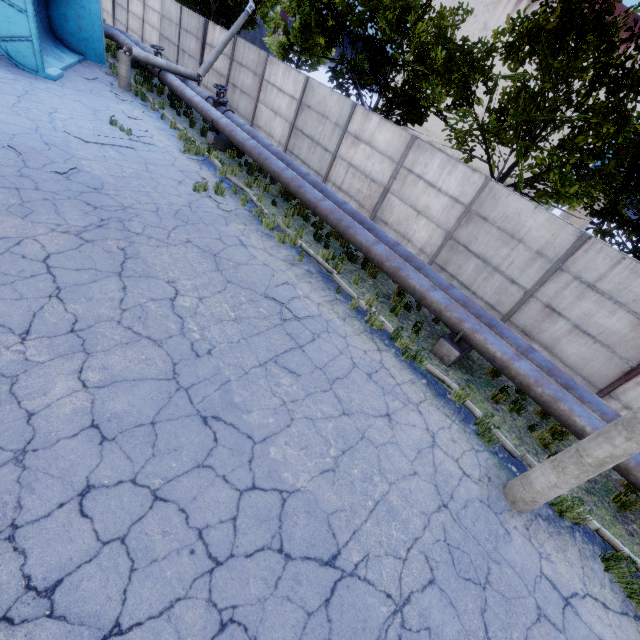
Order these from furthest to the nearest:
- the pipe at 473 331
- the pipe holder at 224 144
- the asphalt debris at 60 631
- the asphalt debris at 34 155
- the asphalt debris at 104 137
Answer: the pipe holder at 224 144
the asphalt debris at 104 137
the asphalt debris at 34 155
the pipe at 473 331
the asphalt debris at 60 631

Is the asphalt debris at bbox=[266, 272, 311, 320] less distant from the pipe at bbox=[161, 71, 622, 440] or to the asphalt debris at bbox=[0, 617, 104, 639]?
the pipe at bbox=[161, 71, 622, 440]

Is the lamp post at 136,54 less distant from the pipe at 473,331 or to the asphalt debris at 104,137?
the pipe at 473,331

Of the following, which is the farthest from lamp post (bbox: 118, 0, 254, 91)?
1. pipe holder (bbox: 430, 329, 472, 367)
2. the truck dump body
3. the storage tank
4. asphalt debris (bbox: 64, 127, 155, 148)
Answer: the storage tank

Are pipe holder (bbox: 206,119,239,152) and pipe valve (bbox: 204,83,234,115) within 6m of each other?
yes

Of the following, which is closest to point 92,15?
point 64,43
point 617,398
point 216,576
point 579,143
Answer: point 64,43

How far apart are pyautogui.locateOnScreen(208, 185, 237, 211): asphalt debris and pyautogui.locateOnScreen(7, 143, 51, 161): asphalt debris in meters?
3.7

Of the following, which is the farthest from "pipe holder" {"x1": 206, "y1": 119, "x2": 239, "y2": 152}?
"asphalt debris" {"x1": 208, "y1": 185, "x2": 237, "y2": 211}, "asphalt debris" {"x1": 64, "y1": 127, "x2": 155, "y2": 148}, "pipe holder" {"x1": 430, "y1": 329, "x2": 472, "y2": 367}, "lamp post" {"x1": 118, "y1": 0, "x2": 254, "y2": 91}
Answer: "pipe holder" {"x1": 430, "y1": 329, "x2": 472, "y2": 367}
